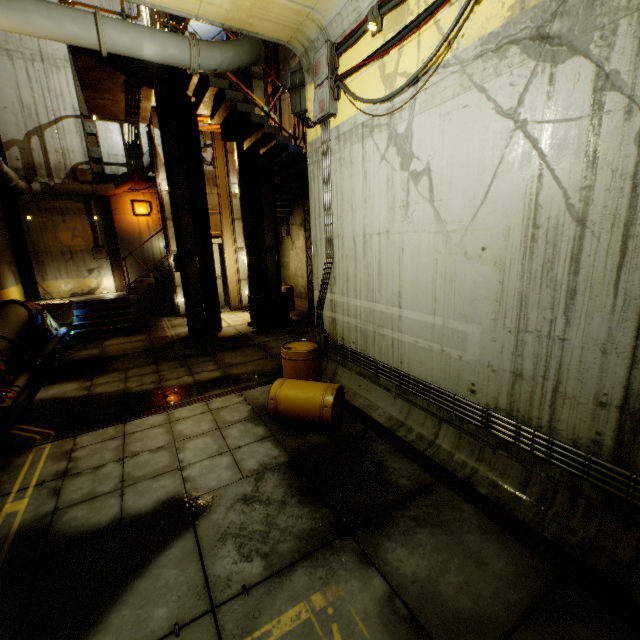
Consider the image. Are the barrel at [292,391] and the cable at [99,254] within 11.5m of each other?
no

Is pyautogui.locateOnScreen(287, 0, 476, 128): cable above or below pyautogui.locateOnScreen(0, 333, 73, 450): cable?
above

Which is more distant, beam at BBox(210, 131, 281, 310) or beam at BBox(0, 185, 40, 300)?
beam at BBox(0, 185, 40, 300)

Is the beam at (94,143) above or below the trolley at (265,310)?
above

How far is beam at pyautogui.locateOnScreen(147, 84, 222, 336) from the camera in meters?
10.4 m

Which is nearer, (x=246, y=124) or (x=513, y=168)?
(x=513, y=168)

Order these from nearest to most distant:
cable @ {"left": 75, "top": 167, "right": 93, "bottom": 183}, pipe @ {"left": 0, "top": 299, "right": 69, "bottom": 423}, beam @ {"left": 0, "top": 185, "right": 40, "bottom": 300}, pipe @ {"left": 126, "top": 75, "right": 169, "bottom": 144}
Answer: pipe @ {"left": 0, "top": 299, "right": 69, "bottom": 423}, pipe @ {"left": 126, "top": 75, "right": 169, "bottom": 144}, beam @ {"left": 0, "top": 185, "right": 40, "bottom": 300}, cable @ {"left": 75, "top": 167, "right": 93, "bottom": 183}

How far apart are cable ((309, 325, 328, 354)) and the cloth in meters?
10.1 m
